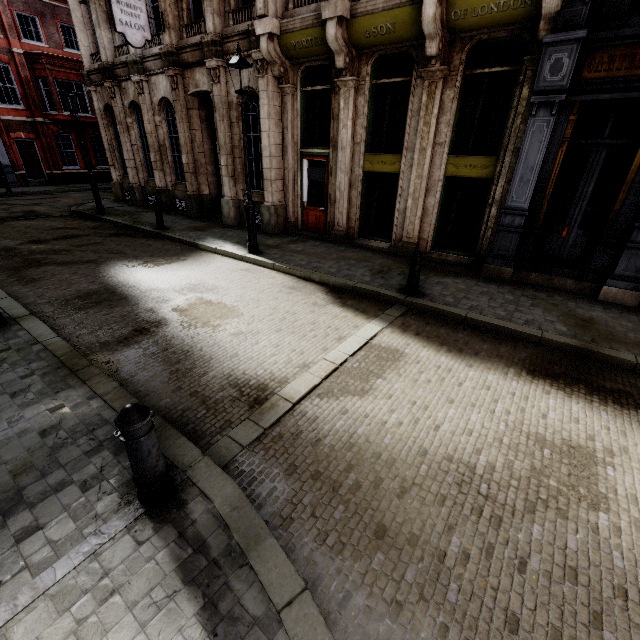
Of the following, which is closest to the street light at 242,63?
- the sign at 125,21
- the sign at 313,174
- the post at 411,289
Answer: the sign at 313,174

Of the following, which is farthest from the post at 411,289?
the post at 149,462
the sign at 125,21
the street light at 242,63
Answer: the sign at 125,21

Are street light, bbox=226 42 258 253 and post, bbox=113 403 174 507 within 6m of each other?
no

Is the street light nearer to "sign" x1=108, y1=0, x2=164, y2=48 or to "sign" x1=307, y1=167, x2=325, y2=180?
"sign" x1=307, y1=167, x2=325, y2=180

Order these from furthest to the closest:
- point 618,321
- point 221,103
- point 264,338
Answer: point 221,103 < point 618,321 < point 264,338

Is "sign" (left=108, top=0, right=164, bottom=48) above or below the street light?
above

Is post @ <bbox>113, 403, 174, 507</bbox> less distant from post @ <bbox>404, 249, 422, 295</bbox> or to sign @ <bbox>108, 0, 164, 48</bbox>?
post @ <bbox>404, 249, 422, 295</bbox>

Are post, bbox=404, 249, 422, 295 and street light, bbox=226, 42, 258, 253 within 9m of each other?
yes
